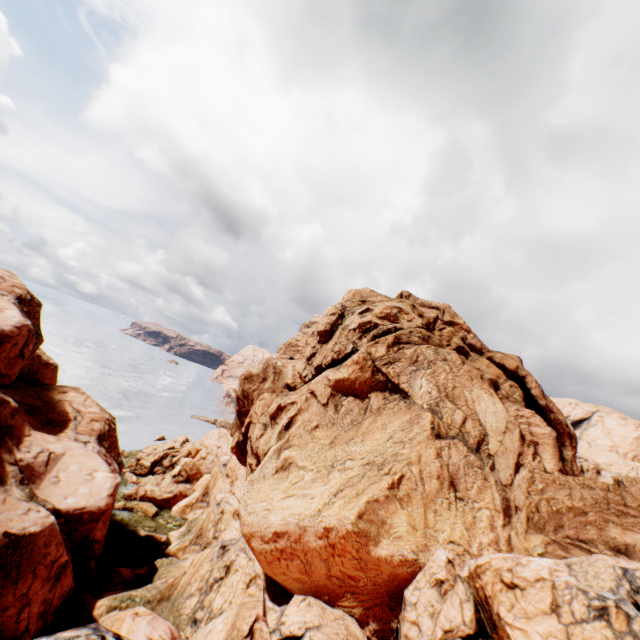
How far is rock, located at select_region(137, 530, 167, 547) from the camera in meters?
35.8 m

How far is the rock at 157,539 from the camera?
35.8m

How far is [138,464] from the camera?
52.25m

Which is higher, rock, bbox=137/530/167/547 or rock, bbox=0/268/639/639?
rock, bbox=0/268/639/639

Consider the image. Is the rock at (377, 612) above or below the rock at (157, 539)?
above

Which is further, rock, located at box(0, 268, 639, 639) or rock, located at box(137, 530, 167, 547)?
rock, located at box(137, 530, 167, 547)
